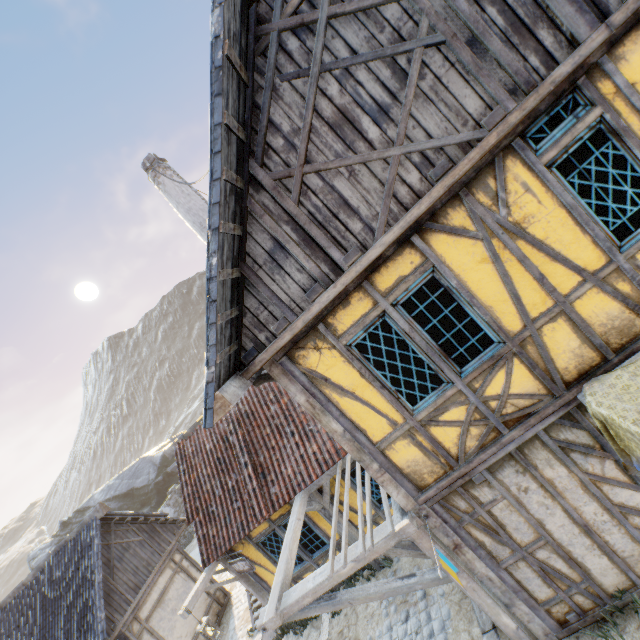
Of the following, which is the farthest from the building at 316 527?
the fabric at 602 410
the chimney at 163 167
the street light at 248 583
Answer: the fabric at 602 410

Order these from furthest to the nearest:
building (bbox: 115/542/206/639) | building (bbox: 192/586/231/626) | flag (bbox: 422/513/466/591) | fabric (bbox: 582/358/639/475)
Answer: building (bbox: 192/586/231/626)
building (bbox: 115/542/206/639)
flag (bbox: 422/513/466/591)
fabric (bbox: 582/358/639/475)

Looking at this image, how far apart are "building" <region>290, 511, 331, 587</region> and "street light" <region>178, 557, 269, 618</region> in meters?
0.0

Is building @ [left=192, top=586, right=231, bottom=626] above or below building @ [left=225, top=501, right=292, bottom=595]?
below

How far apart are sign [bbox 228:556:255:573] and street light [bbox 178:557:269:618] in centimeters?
30cm

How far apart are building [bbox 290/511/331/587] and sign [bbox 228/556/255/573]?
0.30m

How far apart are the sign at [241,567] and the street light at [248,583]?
0.30m

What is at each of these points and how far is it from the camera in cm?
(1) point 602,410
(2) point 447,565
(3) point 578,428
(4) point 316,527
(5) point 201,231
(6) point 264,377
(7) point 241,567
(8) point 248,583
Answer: (1) fabric, 337
(2) flag, 398
(3) building, 405
(4) building, 836
(5) chimney, 905
(6) wooden structure, 484
(7) sign, 834
(8) street light, 884
